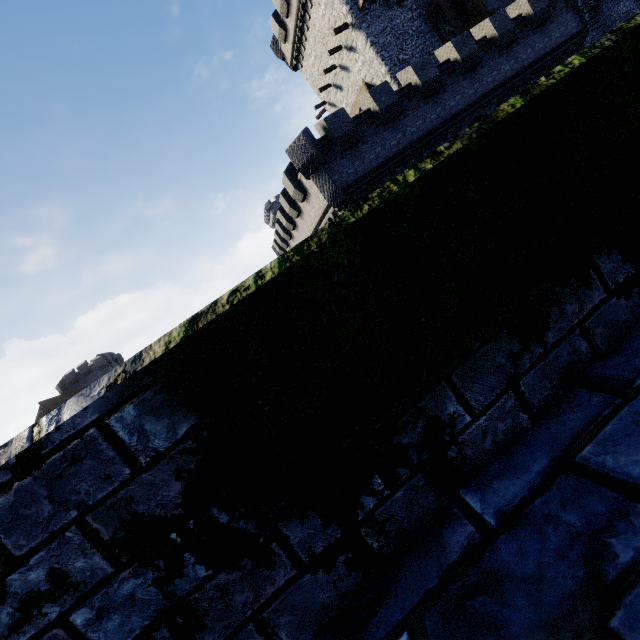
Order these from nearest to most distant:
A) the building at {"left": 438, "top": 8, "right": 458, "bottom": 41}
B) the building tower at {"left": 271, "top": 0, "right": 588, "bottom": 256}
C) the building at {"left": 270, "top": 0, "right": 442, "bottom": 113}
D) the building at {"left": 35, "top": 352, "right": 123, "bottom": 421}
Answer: the building tower at {"left": 271, "top": 0, "right": 588, "bottom": 256} < the building at {"left": 270, "top": 0, "right": 442, "bottom": 113} < the building at {"left": 438, "top": 8, "right": 458, "bottom": 41} < the building at {"left": 35, "top": 352, "right": 123, "bottom": 421}

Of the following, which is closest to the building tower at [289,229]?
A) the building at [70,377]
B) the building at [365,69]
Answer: the building at [365,69]

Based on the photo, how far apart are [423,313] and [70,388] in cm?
6395

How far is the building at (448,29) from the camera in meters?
24.1

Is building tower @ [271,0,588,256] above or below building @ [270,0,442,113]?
below

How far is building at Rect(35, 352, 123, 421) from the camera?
39.5m

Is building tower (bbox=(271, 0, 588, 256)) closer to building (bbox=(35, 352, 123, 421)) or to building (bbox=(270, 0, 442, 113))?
building (bbox=(270, 0, 442, 113))

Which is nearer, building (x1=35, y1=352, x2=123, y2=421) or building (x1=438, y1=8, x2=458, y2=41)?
building (x1=438, y1=8, x2=458, y2=41)
